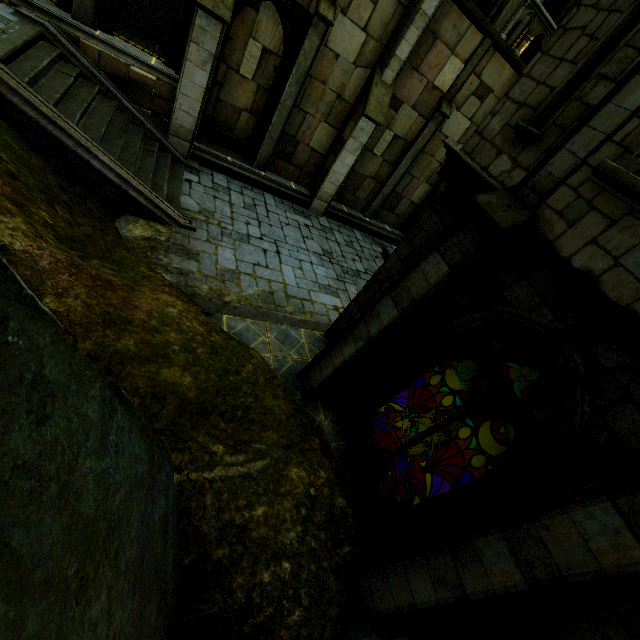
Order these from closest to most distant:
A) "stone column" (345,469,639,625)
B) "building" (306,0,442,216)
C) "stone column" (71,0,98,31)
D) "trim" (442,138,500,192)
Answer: "stone column" (345,469,639,625), "trim" (442,138,500,192), "stone column" (71,0,98,31), "building" (306,0,442,216)

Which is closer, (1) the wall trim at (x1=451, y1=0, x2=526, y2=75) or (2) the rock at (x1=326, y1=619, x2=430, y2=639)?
(2) the rock at (x1=326, y1=619, x2=430, y2=639)

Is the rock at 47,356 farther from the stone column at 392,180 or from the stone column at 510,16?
the stone column at 510,16

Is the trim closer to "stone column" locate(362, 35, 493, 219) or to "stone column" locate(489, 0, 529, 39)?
"stone column" locate(362, 35, 493, 219)

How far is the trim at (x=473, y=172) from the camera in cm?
511

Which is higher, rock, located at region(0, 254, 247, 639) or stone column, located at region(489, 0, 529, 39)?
stone column, located at region(489, 0, 529, 39)

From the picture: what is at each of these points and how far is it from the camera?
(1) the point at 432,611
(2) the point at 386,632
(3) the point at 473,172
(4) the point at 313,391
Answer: (1) stone column, 3.8 meters
(2) rock, 4.2 meters
(3) trim, 5.4 meters
(4) stone column, 6.9 meters

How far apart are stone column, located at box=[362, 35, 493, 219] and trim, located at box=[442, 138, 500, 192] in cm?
818
